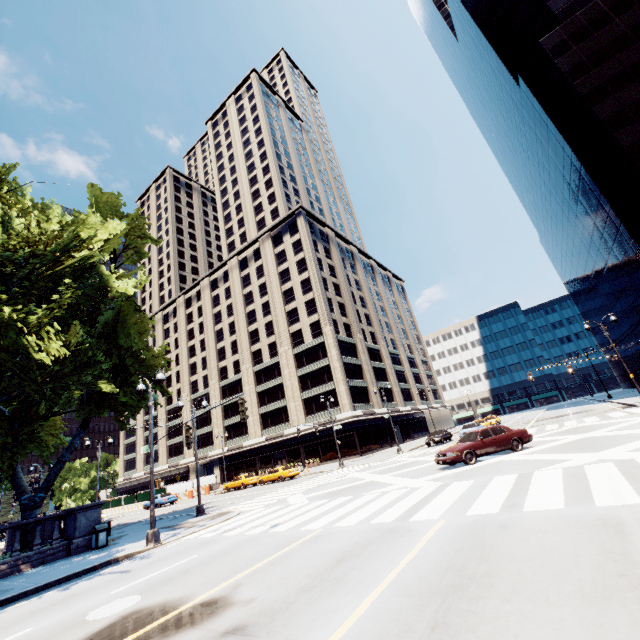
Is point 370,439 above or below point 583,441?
above

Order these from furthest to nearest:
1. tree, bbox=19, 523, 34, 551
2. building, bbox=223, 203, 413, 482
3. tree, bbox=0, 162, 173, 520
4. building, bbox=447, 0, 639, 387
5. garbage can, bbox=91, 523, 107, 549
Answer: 1. building, bbox=223, 203, 413, 482
2. building, bbox=447, 0, 639, 387
3. tree, bbox=19, 523, 34, 551
4. garbage can, bbox=91, 523, 107, 549
5. tree, bbox=0, 162, 173, 520

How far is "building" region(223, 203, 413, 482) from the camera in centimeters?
4769cm

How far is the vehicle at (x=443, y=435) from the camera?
34.2 meters

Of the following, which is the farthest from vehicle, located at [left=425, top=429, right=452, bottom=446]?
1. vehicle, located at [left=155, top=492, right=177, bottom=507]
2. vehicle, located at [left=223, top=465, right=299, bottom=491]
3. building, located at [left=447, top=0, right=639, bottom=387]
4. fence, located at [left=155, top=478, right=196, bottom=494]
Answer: fence, located at [left=155, top=478, right=196, bottom=494]

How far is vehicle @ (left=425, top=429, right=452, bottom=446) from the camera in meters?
34.2 m

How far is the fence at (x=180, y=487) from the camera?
43.2m

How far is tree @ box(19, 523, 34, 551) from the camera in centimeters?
1716cm
